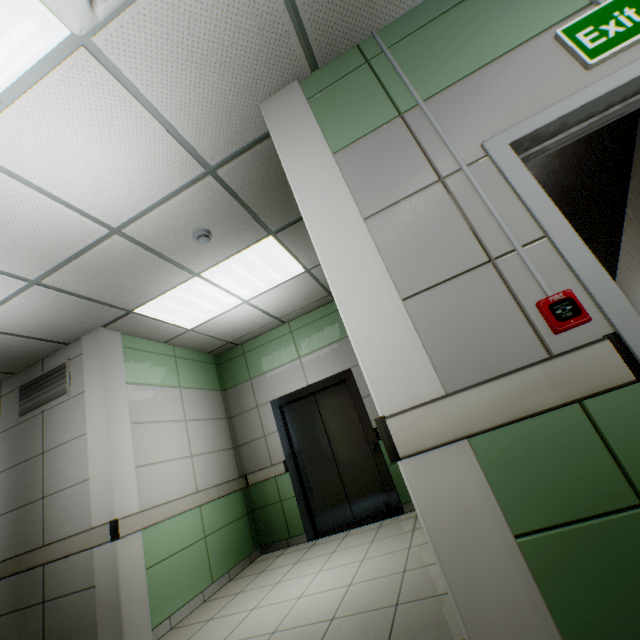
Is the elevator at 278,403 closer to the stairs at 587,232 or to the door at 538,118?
the stairs at 587,232

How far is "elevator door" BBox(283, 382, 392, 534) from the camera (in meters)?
4.67

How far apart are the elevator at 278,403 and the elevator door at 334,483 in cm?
1

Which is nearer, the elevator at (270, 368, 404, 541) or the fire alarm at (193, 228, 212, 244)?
the fire alarm at (193, 228, 212, 244)

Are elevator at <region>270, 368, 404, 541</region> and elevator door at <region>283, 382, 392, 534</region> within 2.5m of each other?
yes

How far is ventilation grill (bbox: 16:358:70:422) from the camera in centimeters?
390cm

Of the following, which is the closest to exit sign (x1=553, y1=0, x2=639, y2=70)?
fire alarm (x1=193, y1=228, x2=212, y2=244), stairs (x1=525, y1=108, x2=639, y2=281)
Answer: stairs (x1=525, y1=108, x2=639, y2=281)

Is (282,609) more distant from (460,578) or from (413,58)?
(413,58)
